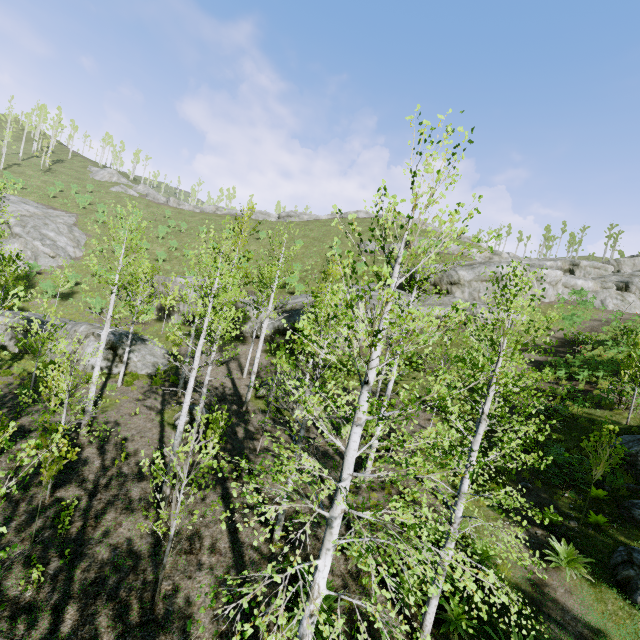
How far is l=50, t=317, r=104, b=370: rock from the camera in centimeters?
1953cm

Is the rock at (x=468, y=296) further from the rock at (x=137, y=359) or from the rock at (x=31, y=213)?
the rock at (x=31, y=213)

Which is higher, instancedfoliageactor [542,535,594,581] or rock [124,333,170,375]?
instancedfoliageactor [542,535,594,581]

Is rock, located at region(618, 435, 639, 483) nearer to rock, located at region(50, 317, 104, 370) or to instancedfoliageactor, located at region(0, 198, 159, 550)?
instancedfoliageactor, located at region(0, 198, 159, 550)

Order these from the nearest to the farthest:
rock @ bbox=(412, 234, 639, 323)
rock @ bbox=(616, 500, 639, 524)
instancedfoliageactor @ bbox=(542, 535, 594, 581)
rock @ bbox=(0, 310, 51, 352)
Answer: instancedfoliageactor @ bbox=(542, 535, 594, 581) < rock @ bbox=(616, 500, 639, 524) < rock @ bbox=(0, 310, 51, 352) < rock @ bbox=(412, 234, 639, 323)

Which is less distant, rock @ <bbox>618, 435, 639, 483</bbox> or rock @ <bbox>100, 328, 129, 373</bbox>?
rock @ <bbox>618, 435, 639, 483</bbox>

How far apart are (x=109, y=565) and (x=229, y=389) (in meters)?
11.50

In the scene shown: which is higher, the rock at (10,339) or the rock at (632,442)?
the rock at (632,442)
